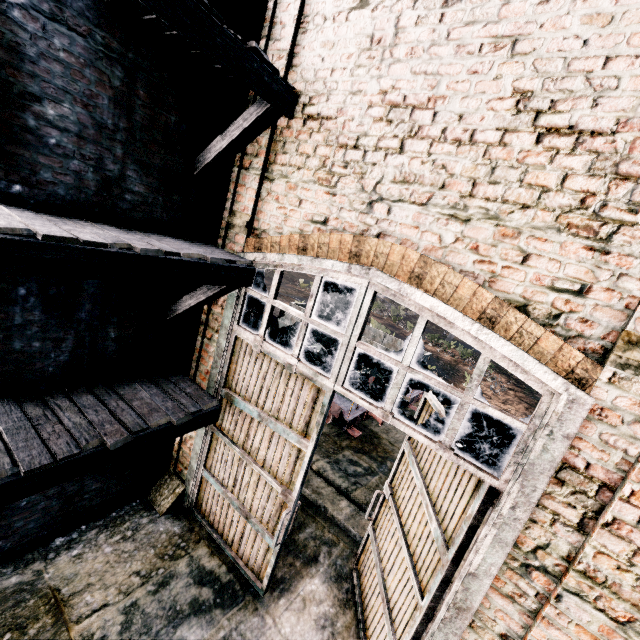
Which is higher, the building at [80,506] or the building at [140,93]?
the building at [140,93]

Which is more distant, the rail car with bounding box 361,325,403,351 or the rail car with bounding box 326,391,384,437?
the rail car with bounding box 361,325,403,351

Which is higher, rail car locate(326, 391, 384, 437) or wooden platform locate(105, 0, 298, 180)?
wooden platform locate(105, 0, 298, 180)

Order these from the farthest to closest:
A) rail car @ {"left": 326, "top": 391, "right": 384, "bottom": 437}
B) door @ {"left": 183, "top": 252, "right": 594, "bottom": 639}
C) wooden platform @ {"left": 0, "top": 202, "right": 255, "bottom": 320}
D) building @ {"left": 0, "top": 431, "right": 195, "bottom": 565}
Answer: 1. rail car @ {"left": 326, "top": 391, "right": 384, "bottom": 437}
2. building @ {"left": 0, "top": 431, "right": 195, "bottom": 565}
3. door @ {"left": 183, "top": 252, "right": 594, "bottom": 639}
4. wooden platform @ {"left": 0, "top": 202, "right": 255, "bottom": 320}

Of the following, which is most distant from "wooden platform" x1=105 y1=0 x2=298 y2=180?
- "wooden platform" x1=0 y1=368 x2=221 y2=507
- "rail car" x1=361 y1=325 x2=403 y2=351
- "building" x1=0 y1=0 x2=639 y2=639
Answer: "rail car" x1=361 y1=325 x2=403 y2=351

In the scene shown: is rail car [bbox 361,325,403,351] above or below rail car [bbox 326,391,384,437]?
above

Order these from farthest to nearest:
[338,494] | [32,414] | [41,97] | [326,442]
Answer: [326,442] < [338,494] < [32,414] < [41,97]

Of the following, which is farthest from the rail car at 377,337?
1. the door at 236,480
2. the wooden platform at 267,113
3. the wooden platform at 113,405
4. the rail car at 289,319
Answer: the wooden platform at 267,113
